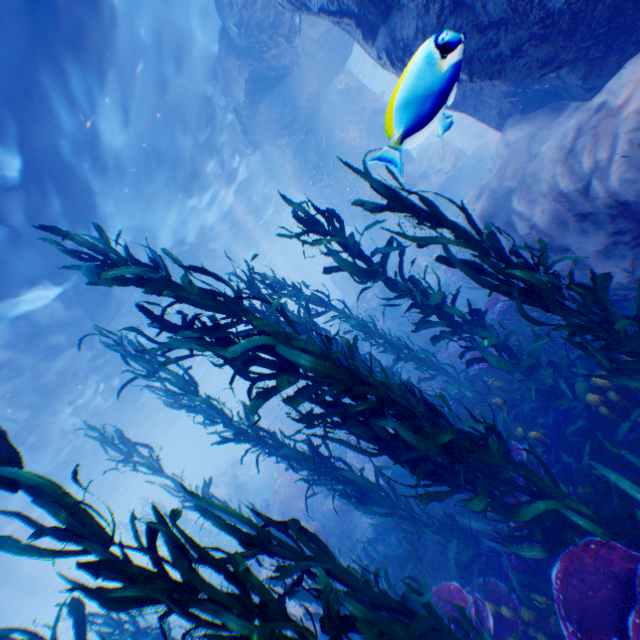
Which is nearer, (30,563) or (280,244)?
(30,563)

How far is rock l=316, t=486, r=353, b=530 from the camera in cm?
1205

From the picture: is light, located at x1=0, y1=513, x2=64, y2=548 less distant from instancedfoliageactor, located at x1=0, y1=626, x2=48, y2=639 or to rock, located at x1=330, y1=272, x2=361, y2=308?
rock, located at x1=330, y1=272, x2=361, y2=308

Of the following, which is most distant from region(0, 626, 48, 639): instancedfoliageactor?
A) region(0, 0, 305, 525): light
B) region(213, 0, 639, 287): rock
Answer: region(0, 0, 305, 525): light

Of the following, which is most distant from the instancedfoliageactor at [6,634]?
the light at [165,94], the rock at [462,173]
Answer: the light at [165,94]

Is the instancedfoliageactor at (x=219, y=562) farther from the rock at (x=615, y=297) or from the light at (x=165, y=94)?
the light at (x=165, y=94)
